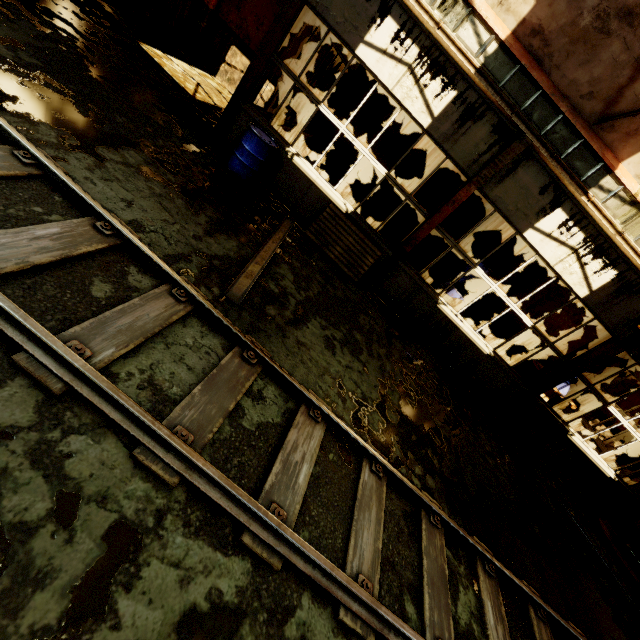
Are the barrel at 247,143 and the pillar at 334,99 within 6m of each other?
yes

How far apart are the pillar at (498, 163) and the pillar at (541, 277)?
6.3 meters

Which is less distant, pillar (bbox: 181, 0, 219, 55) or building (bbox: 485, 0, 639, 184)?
building (bbox: 485, 0, 639, 184)

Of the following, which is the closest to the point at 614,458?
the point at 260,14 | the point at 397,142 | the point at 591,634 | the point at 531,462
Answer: the point at 531,462

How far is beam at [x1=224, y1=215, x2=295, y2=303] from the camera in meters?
4.1

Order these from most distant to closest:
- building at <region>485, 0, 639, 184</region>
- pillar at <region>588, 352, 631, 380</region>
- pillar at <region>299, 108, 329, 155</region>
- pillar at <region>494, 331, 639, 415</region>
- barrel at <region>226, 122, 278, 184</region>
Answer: pillar at <region>588, 352, 631, 380</region> < pillar at <region>299, 108, 329, 155</region> < pillar at <region>494, 331, 639, 415</region> < barrel at <region>226, 122, 278, 184</region> < building at <region>485, 0, 639, 184</region>

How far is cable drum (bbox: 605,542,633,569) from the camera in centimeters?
757cm

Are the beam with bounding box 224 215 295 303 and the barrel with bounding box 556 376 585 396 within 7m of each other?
no
